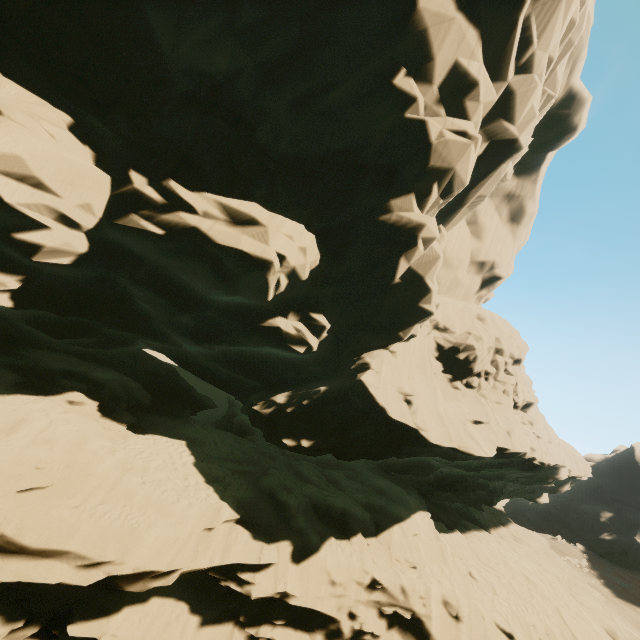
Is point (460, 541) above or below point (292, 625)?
above
